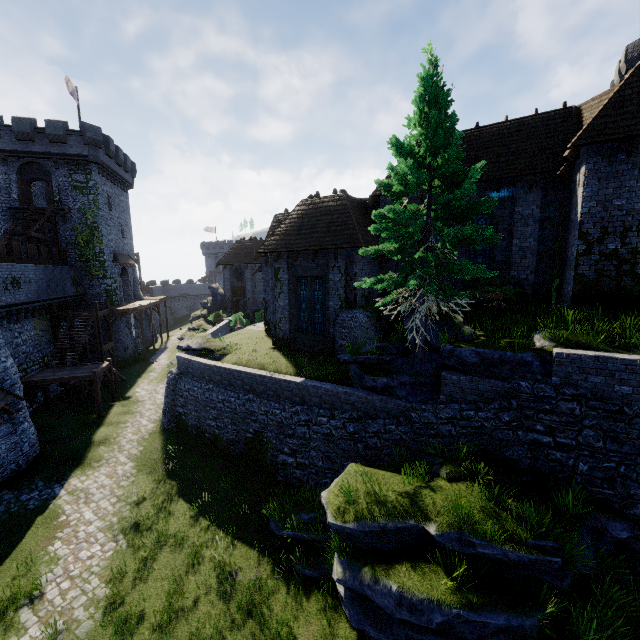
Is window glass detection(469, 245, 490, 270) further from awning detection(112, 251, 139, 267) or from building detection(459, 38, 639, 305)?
awning detection(112, 251, 139, 267)

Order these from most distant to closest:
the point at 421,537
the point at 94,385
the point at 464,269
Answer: the point at 94,385 < the point at 464,269 < the point at 421,537

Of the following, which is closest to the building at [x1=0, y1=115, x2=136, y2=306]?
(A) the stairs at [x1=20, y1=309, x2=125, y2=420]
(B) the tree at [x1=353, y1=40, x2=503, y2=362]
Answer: (A) the stairs at [x1=20, y1=309, x2=125, y2=420]

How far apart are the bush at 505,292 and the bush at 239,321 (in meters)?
21.71

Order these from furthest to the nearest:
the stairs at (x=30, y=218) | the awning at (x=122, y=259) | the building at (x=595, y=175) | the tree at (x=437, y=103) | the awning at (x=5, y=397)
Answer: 1. the awning at (x=122, y=259)
2. the stairs at (x=30, y=218)
3. the awning at (x=5, y=397)
4. the building at (x=595, y=175)
5. the tree at (x=437, y=103)

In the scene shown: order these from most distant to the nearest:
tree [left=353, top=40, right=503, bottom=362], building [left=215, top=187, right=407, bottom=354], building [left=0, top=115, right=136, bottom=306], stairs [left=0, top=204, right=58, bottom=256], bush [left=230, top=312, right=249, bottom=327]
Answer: bush [left=230, top=312, right=249, bottom=327] < building [left=0, top=115, right=136, bottom=306] < stairs [left=0, top=204, right=58, bottom=256] < building [left=215, top=187, right=407, bottom=354] < tree [left=353, top=40, right=503, bottom=362]

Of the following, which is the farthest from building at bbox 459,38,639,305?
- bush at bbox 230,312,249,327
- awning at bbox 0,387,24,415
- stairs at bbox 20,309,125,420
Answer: awning at bbox 0,387,24,415

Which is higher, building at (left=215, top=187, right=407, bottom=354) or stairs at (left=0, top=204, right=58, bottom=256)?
stairs at (left=0, top=204, right=58, bottom=256)
